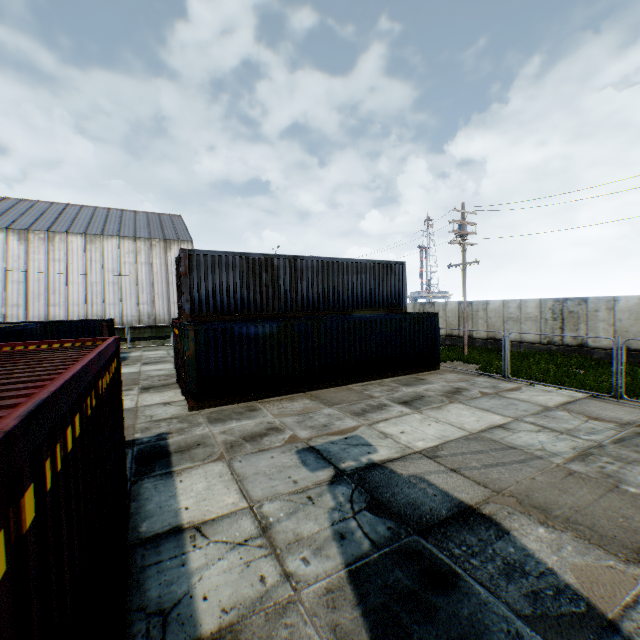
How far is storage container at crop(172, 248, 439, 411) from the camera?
11.53m

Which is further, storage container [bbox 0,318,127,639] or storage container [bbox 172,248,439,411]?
storage container [bbox 172,248,439,411]

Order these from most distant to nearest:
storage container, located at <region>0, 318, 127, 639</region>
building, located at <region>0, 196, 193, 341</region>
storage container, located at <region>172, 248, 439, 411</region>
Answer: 1. building, located at <region>0, 196, 193, 341</region>
2. storage container, located at <region>172, 248, 439, 411</region>
3. storage container, located at <region>0, 318, 127, 639</region>

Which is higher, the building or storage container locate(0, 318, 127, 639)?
the building

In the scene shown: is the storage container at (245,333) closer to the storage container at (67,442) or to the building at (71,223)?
the storage container at (67,442)

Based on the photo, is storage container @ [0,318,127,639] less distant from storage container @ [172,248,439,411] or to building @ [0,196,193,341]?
storage container @ [172,248,439,411]

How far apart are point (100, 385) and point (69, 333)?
20.2m
